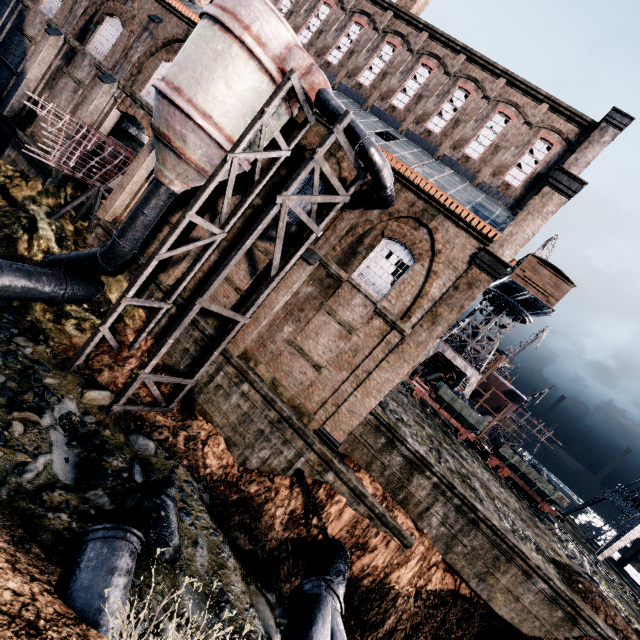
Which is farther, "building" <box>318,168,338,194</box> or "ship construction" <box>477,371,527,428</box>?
"ship construction" <box>477,371,527,428</box>

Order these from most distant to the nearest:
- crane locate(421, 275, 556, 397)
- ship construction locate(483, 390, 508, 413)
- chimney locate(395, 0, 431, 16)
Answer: ship construction locate(483, 390, 508, 413) < crane locate(421, 275, 556, 397) < chimney locate(395, 0, 431, 16)

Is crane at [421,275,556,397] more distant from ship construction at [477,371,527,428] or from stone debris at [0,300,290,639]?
stone debris at [0,300,290,639]

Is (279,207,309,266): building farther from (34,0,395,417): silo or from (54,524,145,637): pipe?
(54,524,145,637): pipe

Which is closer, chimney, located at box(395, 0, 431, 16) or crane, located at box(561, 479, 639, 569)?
chimney, located at box(395, 0, 431, 16)

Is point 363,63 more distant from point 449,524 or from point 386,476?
point 449,524

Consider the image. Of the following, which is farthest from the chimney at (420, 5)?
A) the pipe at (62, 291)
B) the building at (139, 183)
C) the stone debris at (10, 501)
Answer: the stone debris at (10, 501)

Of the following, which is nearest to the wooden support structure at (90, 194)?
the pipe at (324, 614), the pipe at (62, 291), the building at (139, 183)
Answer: the building at (139, 183)
